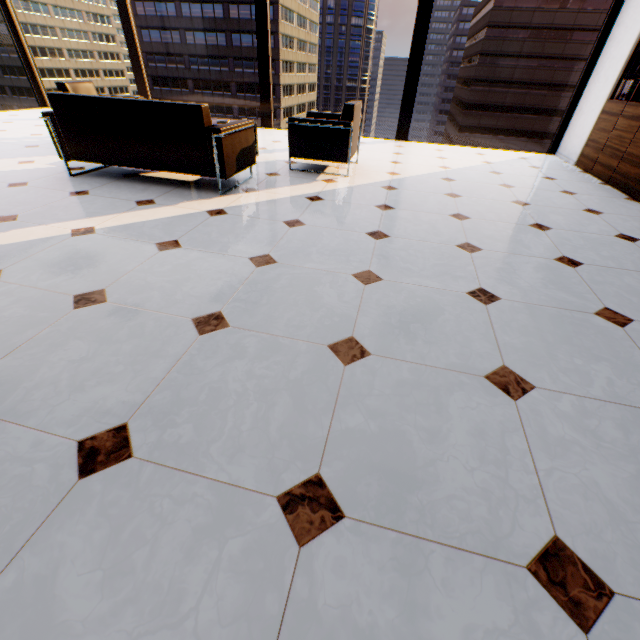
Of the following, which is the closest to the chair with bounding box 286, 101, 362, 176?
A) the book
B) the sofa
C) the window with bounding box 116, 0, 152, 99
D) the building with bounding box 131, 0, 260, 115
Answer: the sofa

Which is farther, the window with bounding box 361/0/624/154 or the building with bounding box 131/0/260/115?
the building with bounding box 131/0/260/115

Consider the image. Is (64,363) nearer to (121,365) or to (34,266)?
(121,365)

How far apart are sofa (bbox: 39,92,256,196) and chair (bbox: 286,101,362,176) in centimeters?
57cm

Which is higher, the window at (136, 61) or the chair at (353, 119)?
the window at (136, 61)

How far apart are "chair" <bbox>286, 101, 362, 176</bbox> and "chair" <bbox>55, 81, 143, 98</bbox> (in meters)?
2.60

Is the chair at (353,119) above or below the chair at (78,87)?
below

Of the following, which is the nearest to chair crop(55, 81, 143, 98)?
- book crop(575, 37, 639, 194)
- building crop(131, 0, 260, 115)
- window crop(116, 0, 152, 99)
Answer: window crop(116, 0, 152, 99)
